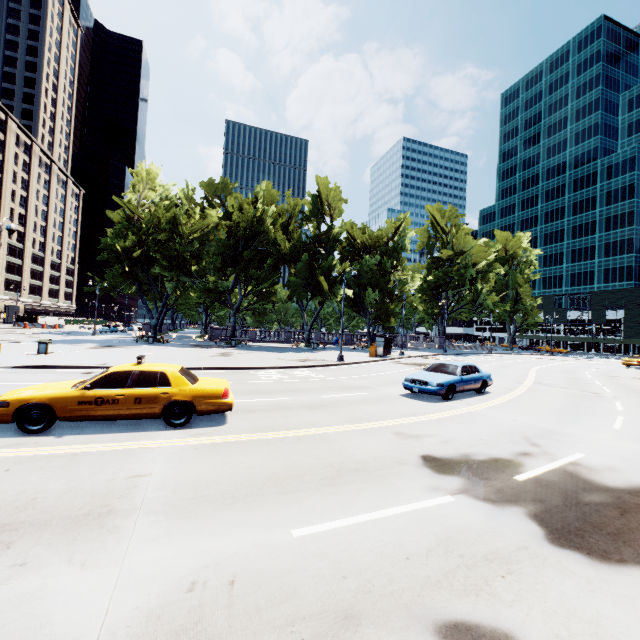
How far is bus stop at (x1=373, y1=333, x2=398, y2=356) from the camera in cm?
3184

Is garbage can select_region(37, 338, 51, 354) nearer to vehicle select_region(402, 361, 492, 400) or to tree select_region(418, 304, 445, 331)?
tree select_region(418, 304, 445, 331)

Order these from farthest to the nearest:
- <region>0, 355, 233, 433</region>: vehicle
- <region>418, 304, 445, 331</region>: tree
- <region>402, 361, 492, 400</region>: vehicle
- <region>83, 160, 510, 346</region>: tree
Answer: <region>418, 304, 445, 331</region>: tree
<region>83, 160, 510, 346</region>: tree
<region>402, 361, 492, 400</region>: vehicle
<region>0, 355, 233, 433</region>: vehicle

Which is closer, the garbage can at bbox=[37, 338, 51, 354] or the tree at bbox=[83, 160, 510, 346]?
the garbage can at bbox=[37, 338, 51, 354]

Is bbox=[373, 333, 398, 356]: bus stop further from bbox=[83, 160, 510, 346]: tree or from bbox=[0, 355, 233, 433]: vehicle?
bbox=[0, 355, 233, 433]: vehicle

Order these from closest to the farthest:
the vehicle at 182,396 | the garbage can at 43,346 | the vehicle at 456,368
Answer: the vehicle at 182,396
the vehicle at 456,368
the garbage can at 43,346

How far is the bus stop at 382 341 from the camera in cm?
3184

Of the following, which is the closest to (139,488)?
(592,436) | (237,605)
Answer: (237,605)
